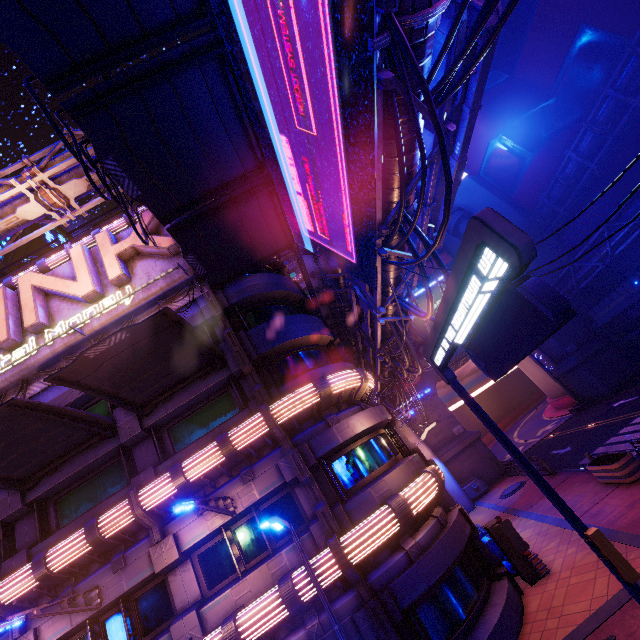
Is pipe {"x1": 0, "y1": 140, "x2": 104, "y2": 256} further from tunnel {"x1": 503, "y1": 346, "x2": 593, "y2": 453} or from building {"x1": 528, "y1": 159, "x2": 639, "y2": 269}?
tunnel {"x1": 503, "y1": 346, "x2": 593, "y2": 453}

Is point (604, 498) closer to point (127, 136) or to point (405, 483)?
point (405, 483)

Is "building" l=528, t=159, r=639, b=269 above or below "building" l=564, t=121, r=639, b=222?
below

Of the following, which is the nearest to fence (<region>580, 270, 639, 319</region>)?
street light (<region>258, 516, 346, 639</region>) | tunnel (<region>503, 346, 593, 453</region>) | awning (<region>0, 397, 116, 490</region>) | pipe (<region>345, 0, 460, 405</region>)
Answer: tunnel (<region>503, 346, 593, 453</region>)

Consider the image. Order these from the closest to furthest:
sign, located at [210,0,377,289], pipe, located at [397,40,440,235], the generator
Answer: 1. sign, located at [210,0,377,289]
2. pipe, located at [397,40,440,235]
3. the generator

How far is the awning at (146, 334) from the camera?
9.8m

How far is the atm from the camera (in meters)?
11.12

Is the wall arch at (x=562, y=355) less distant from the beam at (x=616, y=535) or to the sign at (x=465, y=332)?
the beam at (x=616, y=535)
